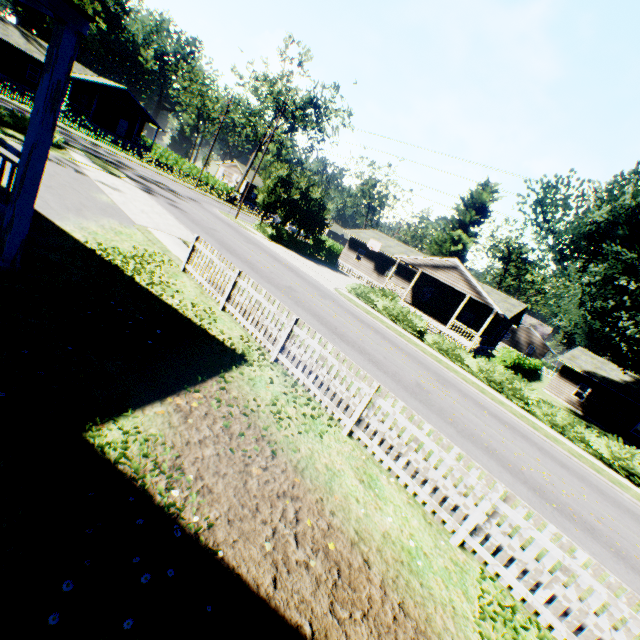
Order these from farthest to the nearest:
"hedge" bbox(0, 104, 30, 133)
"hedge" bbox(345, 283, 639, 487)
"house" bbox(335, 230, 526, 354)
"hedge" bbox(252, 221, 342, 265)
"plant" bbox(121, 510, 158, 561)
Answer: "hedge" bbox(252, 221, 342, 265)
"house" bbox(335, 230, 526, 354)
"hedge" bbox(0, 104, 30, 133)
"hedge" bbox(345, 283, 639, 487)
"plant" bbox(121, 510, 158, 561)

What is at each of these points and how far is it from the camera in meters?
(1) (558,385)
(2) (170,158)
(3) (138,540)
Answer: (1) house, 32.8 m
(2) hedge, 55.1 m
(3) plant, 3.0 m

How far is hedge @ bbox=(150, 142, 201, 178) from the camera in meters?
50.6 m

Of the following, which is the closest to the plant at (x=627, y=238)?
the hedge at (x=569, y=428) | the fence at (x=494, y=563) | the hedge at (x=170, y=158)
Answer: the fence at (x=494, y=563)

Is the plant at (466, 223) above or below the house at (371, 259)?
above

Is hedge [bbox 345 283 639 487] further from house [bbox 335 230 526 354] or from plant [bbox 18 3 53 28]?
house [bbox 335 230 526 354]

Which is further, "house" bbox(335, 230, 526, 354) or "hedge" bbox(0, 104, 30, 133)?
"house" bbox(335, 230, 526, 354)

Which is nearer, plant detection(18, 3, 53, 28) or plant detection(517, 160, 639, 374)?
plant detection(517, 160, 639, 374)
